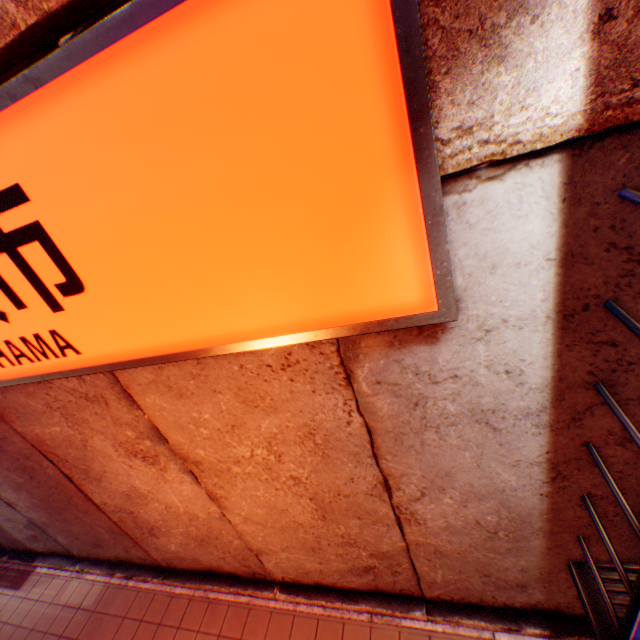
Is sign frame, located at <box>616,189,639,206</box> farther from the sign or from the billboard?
the sign

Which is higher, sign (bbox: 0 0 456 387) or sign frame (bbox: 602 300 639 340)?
sign (bbox: 0 0 456 387)

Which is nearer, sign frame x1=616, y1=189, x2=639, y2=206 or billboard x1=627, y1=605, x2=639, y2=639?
sign frame x1=616, y1=189, x2=639, y2=206

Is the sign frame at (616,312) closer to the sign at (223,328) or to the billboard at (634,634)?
the billboard at (634,634)

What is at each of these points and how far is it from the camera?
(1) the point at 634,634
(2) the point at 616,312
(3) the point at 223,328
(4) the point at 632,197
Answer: (1) billboard, 2.0 meters
(2) sign frame, 1.5 meters
(3) sign, 2.0 meters
(4) sign frame, 1.3 meters

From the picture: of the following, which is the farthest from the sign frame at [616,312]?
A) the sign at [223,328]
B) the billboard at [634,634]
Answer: the sign at [223,328]

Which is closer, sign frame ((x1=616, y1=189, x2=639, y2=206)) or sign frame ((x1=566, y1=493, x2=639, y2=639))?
sign frame ((x1=616, y1=189, x2=639, y2=206))
